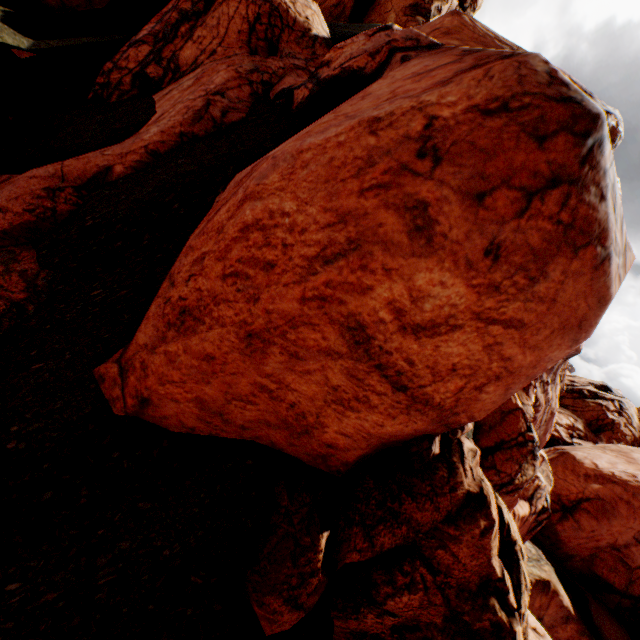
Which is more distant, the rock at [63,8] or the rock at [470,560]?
the rock at [63,8]

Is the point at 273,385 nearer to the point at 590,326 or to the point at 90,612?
the point at 90,612

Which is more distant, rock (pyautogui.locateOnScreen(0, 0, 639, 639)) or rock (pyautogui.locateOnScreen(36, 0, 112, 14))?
rock (pyautogui.locateOnScreen(36, 0, 112, 14))
